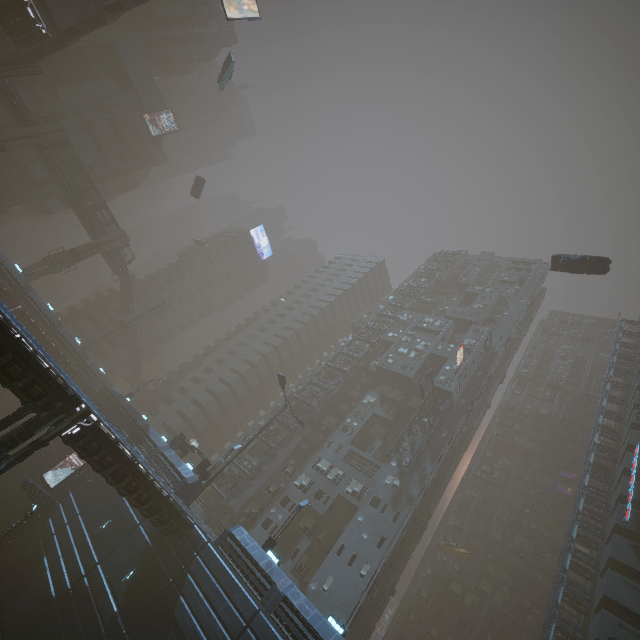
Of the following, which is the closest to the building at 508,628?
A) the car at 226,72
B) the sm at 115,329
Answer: the sm at 115,329

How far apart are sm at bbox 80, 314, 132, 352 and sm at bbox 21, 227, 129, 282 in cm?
1043

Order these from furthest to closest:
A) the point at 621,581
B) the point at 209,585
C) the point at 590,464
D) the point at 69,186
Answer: the point at 69,186 → the point at 590,464 → the point at 621,581 → the point at 209,585

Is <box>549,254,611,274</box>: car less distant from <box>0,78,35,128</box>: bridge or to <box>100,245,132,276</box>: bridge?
<box>100,245,132,276</box>: bridge

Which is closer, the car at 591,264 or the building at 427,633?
the car at 591,264

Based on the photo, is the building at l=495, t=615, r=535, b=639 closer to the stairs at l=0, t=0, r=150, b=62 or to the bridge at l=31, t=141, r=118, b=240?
the bridge at l=31, t=141, r=118, b=240

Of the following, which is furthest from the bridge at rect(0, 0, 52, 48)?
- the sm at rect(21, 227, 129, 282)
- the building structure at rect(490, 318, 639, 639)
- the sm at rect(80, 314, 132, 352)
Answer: the building structure at rect(490, 318, 639, 639)

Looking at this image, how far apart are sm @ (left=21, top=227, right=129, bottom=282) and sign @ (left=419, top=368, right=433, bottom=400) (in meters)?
54.12
